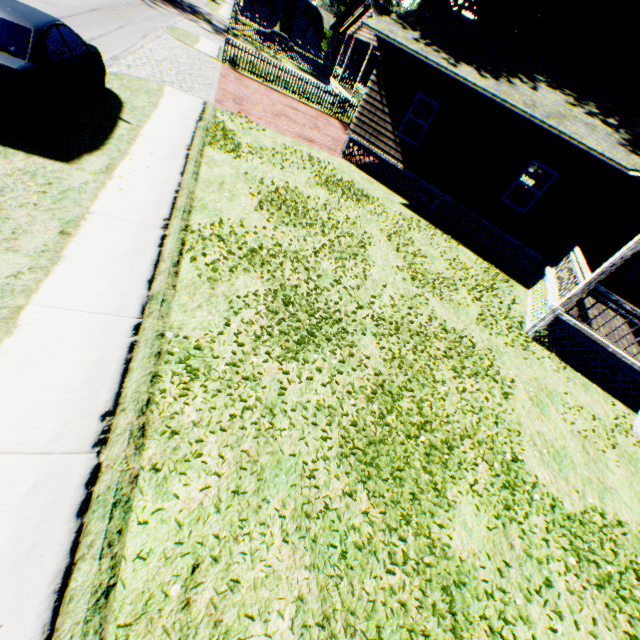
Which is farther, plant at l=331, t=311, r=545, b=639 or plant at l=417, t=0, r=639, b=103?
plant at l=417, t=0, r=639, b=103

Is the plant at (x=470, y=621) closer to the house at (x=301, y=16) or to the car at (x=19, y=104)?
the house at (x=301, y=16)

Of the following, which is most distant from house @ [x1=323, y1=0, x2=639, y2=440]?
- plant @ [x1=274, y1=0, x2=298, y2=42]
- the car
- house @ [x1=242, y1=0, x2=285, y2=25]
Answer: house @ [x1=242, y1=0, x2=285, y2=25]

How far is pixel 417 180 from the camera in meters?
13.8 m

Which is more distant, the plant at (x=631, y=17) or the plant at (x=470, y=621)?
the plant at (x=631, y=17)

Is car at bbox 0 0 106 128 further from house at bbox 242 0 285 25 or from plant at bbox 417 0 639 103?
house at bbox 242 0 285 25

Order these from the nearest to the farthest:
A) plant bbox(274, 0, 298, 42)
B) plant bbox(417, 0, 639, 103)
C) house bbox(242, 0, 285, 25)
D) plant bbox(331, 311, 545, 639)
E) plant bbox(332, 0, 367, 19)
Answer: plant bbox(331, 311, 545, 639)
plant bbox(417, 0, 639, 103)
plant bbox(332, 0, 367, 19)
plant bbox(274, 0, 298, 42)
house bbox(242, 0, 285, 25)
